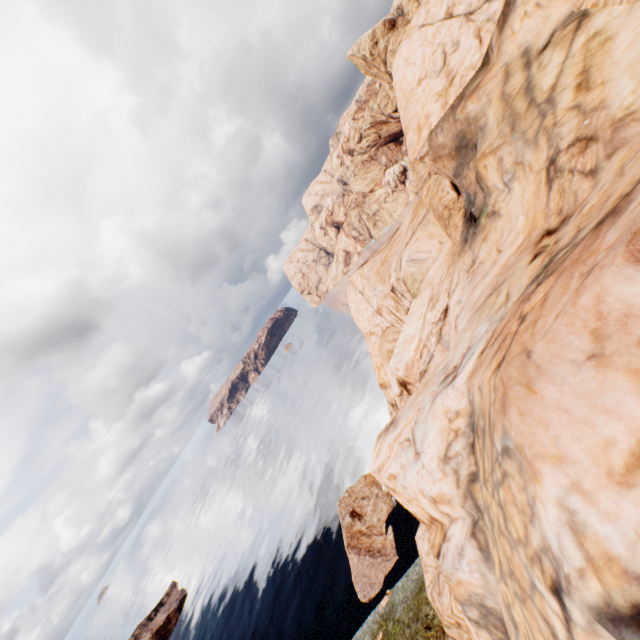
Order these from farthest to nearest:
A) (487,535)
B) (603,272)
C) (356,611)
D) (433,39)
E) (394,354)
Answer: (356,611), (433,39), (394,354), (487,535), (603,272)
